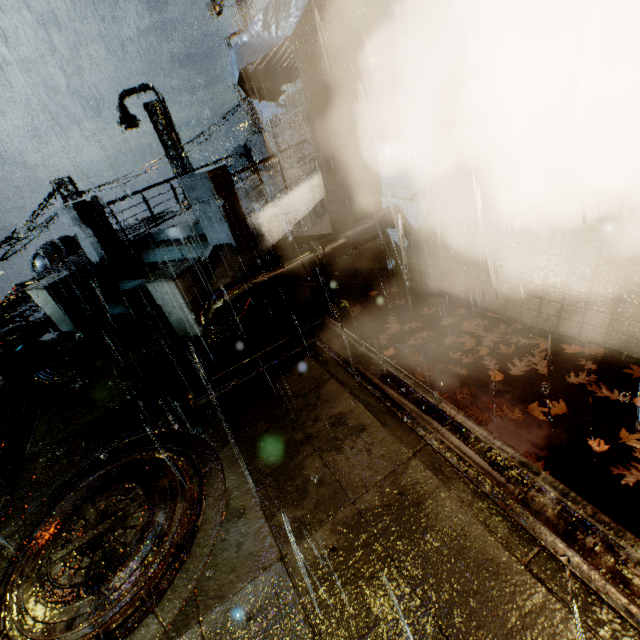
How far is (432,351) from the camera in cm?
568

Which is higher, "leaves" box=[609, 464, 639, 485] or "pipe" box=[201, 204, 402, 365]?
"pipe" box=[201, 204, 402, 365]

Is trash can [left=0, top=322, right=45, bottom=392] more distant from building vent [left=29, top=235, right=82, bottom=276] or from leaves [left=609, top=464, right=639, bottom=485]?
building vent [left=29, top=235, right=82, bottom=276]

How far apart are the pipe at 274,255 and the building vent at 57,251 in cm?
1899

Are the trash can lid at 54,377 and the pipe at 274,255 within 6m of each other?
yes

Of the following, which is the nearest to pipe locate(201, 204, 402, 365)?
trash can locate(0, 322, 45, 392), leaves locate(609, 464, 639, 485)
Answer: trash can locate(0, 322, 45, 392)

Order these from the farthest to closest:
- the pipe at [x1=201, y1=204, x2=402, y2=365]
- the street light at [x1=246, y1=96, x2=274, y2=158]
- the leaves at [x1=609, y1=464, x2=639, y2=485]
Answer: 1. the street light at [x1=246, y1=96, x2=274, y2=158]
2. the pipe at [x1=201, y1=204, x2=402, y2=365]
3. the leaves at [x1=609, y1=464, x2=639, y2=485]

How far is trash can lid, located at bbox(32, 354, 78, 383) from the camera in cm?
692
